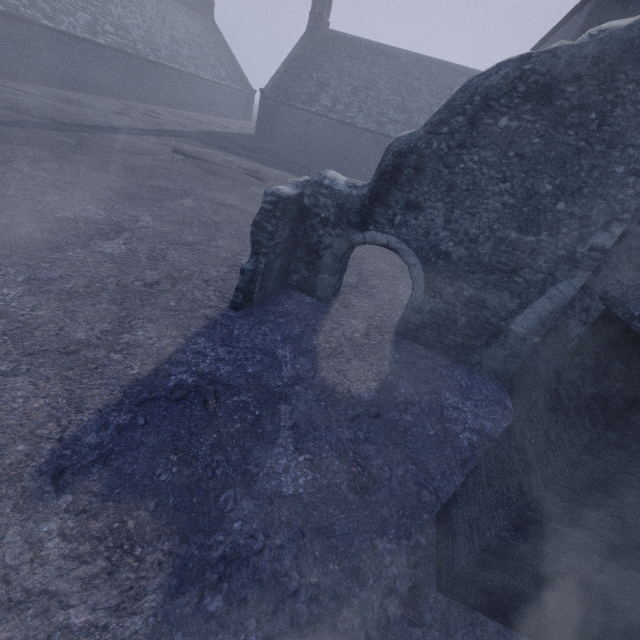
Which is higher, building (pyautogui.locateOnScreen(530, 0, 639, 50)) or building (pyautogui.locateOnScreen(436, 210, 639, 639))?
building (pyautogui.locateOnScreen(530, 0, 639, 50))

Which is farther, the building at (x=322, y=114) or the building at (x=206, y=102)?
the building at (x=322, y=114)

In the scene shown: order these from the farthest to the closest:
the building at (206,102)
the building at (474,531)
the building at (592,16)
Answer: the building at (206,102), the building at (592,16), the building at (474,531)

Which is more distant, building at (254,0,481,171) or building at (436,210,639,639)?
building at (254,0,481,171)

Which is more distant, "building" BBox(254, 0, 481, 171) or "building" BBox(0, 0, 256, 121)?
"building" BBox(254, 0, 481, 171)

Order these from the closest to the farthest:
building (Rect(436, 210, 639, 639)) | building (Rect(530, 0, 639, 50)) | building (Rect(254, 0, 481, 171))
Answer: building (Rect(436, 210, 639, 639)) → building (Rect(530, 0, 639, 50)) → building (Rect(254, 0, 481, 171))

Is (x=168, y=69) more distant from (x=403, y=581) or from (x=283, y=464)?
(x=403, y=581)
